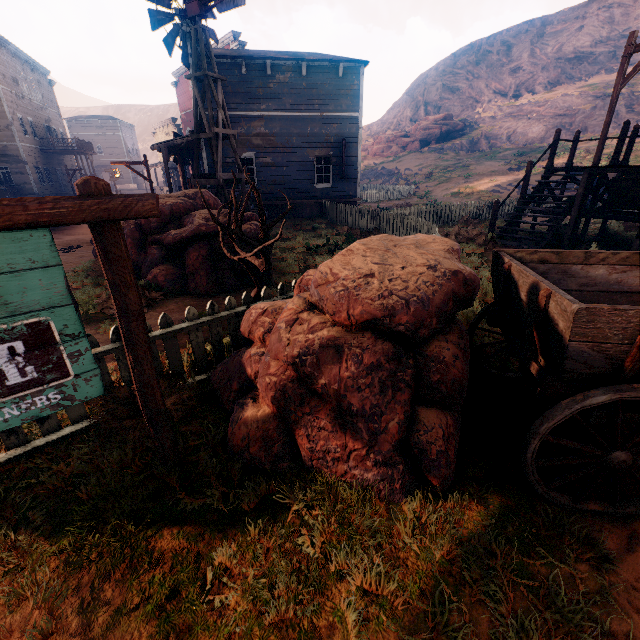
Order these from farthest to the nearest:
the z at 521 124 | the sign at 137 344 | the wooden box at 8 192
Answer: the z at 521 124 → the wooden box at 8 192 → the sign at 137 344

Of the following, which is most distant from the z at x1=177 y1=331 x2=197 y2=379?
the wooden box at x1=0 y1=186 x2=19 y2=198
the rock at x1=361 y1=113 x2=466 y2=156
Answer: the rock at x1=361 y1=113 x2=466 y2=156

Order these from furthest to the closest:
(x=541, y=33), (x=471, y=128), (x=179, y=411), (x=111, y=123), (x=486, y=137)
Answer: (x=541, y=33) → (x=111, y=123) → (x=471, y=128) → (x=486, y=137) → (x=179, y=411)

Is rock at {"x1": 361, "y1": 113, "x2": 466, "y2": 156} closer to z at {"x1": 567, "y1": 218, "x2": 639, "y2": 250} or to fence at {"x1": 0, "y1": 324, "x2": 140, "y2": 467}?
z at {"x1": 567, "y1": 218, "x2": 639, "y2": 250}

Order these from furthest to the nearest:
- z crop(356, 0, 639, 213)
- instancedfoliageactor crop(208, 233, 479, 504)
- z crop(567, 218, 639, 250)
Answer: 1. z crop(356, 0, 639, 213)
2. z crop(567, 218, 639, 250)
3. instancedfoliageactor crop(208, 233, 479, 504)

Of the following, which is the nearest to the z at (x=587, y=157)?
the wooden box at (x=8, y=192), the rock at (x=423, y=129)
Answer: the wooden box at (x=8, y=192)

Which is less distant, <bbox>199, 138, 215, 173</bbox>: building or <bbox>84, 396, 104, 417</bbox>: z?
<bbox>84, 396, 104, 417</bbox>: z

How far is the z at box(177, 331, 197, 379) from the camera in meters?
4.0
